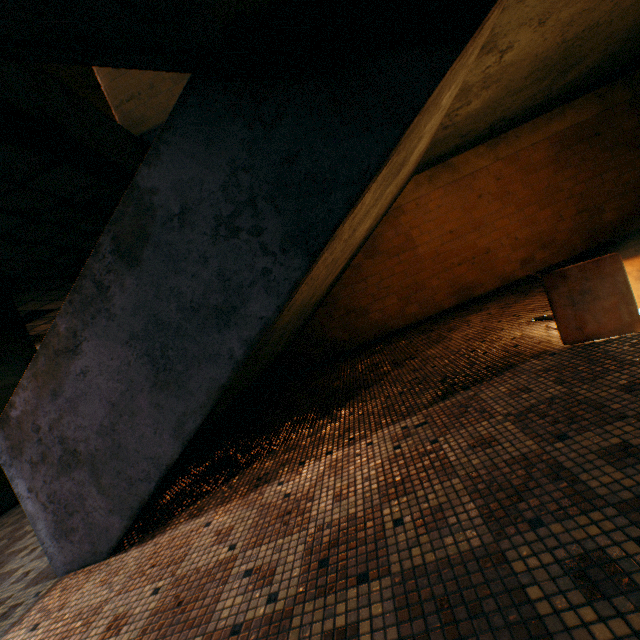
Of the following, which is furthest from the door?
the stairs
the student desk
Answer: the student desk

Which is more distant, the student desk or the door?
the door

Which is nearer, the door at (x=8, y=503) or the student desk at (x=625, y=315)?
the student desk at (x=625, y=315)

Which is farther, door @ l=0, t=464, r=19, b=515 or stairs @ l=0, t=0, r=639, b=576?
door @ l=0, t=464, r=19, b=515

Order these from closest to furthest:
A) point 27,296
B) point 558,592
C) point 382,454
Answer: point 558,592, point 382,454, point 27,296

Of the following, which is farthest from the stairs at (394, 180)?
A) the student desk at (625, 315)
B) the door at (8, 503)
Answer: the door at (8, 503)

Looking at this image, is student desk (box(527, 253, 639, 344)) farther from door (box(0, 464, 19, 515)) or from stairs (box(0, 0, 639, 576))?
door (box(0, 464, 19, 515))
